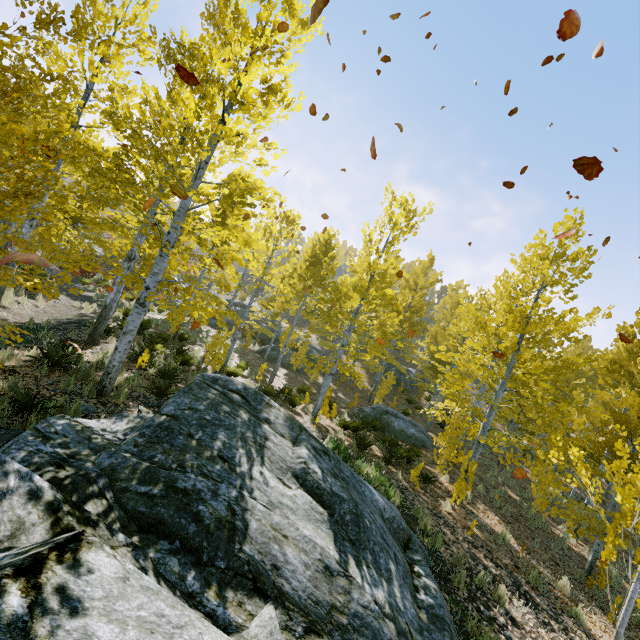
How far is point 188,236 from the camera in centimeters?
1866cm

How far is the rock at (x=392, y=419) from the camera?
15.38m

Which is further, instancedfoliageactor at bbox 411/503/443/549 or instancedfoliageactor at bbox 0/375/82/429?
instancedfoliageactor at bbox 411/503/443/549

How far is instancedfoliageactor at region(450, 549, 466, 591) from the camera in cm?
572

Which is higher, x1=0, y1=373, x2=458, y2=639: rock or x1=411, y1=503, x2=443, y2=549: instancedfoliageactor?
x1=0, y1=373, x2=458, y2=639: rock

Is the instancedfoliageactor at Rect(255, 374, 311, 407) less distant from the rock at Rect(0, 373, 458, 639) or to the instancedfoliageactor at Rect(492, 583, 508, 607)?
the instancedfoliageactor at Rect(492, 583, 508, 607)

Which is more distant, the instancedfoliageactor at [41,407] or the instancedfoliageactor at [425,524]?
the instancedfoliageactor at [425,524]

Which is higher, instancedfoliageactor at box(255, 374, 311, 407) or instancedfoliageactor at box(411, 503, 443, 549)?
instancedfoliageactor at box(411, 503, 443, 549)
